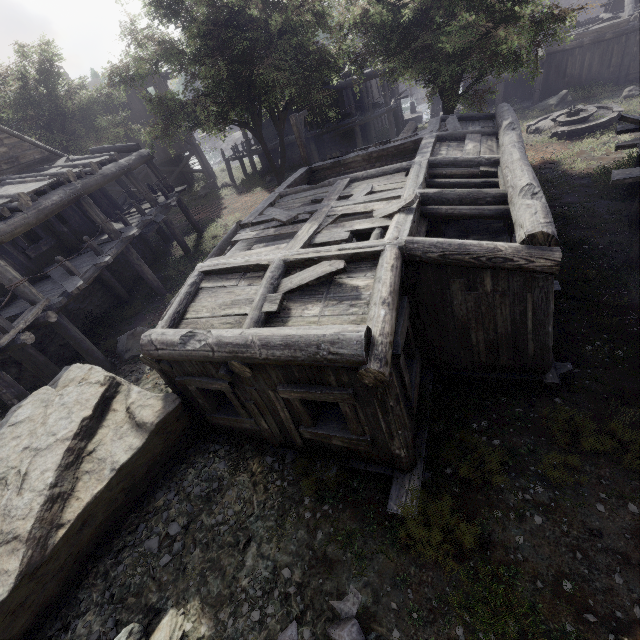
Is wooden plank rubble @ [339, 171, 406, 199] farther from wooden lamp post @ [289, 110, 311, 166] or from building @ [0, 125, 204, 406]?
wooden lamp post @ [289, 110, 311, 166]

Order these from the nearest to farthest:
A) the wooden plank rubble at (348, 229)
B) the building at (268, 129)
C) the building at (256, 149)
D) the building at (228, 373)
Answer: the building at (228, 373), the wooden plank rubble at (348, 229), the building at (268, 129), the building at (256, 149)

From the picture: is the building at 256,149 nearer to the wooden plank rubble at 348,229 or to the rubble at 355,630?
the wooden plank rubble at 348,229

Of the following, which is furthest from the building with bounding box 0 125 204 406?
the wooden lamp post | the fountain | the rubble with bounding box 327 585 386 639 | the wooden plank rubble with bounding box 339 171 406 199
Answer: the fountain

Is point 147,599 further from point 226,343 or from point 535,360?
point 535,360

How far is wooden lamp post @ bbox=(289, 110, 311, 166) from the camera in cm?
1359

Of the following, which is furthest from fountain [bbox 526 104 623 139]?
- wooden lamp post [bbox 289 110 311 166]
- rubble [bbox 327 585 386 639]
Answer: rubble [bbox 327 585 386 639]

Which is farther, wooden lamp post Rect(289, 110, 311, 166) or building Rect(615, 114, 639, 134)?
wooden lamp post Rect(289, 110, 311, 166)
